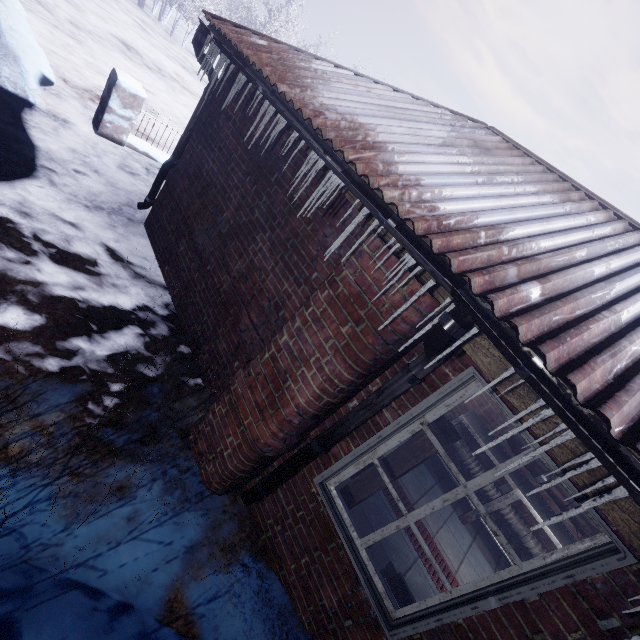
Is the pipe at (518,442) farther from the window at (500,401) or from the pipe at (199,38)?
the pipe at (199,38)

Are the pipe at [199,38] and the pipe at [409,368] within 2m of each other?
no

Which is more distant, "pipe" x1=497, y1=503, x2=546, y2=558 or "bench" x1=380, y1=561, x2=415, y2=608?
"pipe" x1=497, y1=503, x2=546, y2=558

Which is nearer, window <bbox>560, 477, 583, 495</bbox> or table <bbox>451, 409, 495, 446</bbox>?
window <bbox>560, 477, 583, 495</bbox>

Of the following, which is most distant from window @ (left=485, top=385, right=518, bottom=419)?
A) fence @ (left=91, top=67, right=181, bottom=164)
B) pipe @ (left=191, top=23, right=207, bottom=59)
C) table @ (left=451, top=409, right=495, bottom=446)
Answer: fence @ (left=91, top=67, right=181, bottom=164)

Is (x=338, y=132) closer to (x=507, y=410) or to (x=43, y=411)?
(x=507, y=410)

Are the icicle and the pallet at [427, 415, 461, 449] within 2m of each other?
yes

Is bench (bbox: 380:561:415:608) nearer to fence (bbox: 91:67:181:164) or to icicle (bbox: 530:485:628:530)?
icicle (bbox: 530:485:628:530)
